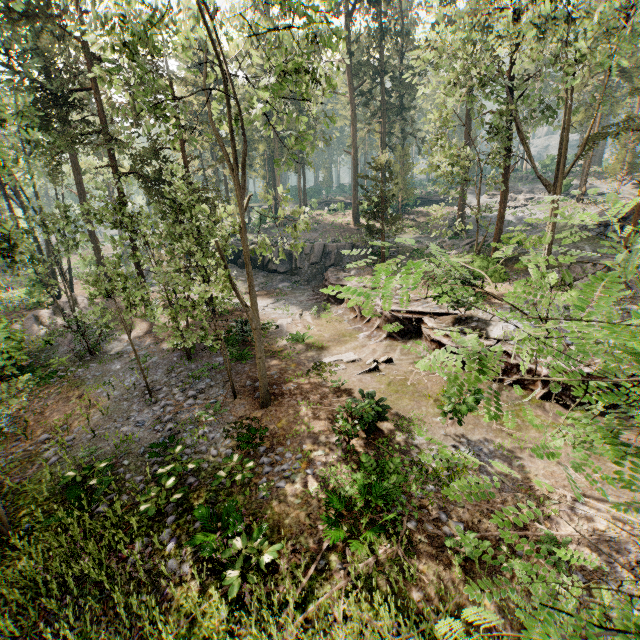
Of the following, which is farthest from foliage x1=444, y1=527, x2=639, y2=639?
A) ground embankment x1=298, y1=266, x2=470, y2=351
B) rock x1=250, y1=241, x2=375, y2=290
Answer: rock x1=250, y1=241, x2=375, y2=290

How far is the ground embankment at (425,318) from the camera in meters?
16.9 m

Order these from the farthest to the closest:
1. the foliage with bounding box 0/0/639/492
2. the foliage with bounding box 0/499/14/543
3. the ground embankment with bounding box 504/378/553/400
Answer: the ground embankment with bounding box 504/378/553/400 < the foliage with bounding box 0/499/14/543 < the foliage with bounding box 0/0/639/492

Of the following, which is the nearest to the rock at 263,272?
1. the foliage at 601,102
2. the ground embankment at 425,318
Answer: the ground embankment at 425,318

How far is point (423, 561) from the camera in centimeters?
741cm

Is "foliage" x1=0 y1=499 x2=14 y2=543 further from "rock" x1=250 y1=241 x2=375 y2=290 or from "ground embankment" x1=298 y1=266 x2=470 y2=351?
"rock" x1=250 y1=241 x2=375 y2=290
